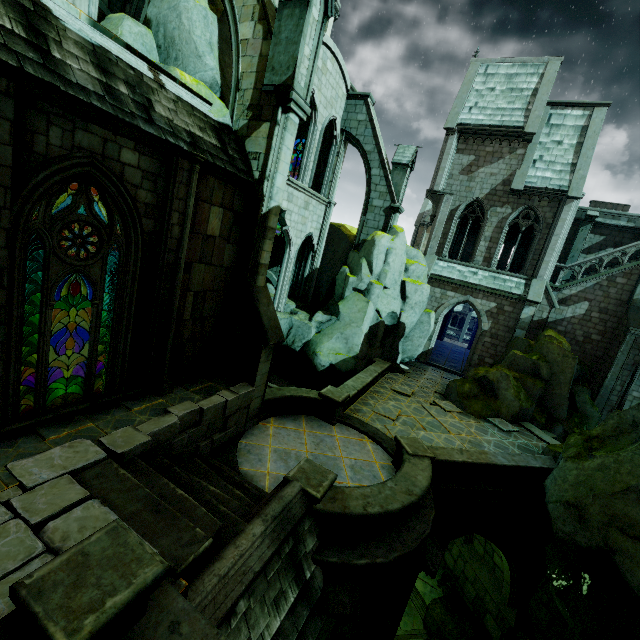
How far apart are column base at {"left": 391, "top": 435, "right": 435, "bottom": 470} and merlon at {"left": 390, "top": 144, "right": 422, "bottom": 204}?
13.7m

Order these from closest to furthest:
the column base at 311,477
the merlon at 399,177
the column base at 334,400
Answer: the column base at 311,477 < the column base at 334,400 < the merlon at 399,177

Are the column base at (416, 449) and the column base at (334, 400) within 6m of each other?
yes

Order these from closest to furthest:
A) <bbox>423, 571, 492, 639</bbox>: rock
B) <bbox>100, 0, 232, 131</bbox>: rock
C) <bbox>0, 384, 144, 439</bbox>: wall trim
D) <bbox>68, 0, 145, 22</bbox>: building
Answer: <bbox>0, 384, 144, 439</bbox>: wall trim
<bbox>68, 0, 145, 22</bbox>: building
<bbox>100, 0, 232, 131</bbox>: rock
<bbox>423, 571, 492, 639</bbox>: rock

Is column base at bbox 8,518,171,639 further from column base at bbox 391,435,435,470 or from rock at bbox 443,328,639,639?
column base at bbox 391,435,435,470

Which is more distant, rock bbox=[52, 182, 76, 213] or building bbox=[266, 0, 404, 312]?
building bbox=[266, 0, 404, 312]

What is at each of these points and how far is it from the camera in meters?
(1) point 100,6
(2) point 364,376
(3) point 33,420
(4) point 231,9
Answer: (1) building, 18.0
(2) wall trim, 15.4
(3) wall trim, 5.9
(4) buttress, 9.0

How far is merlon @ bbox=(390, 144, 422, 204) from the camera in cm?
1858
